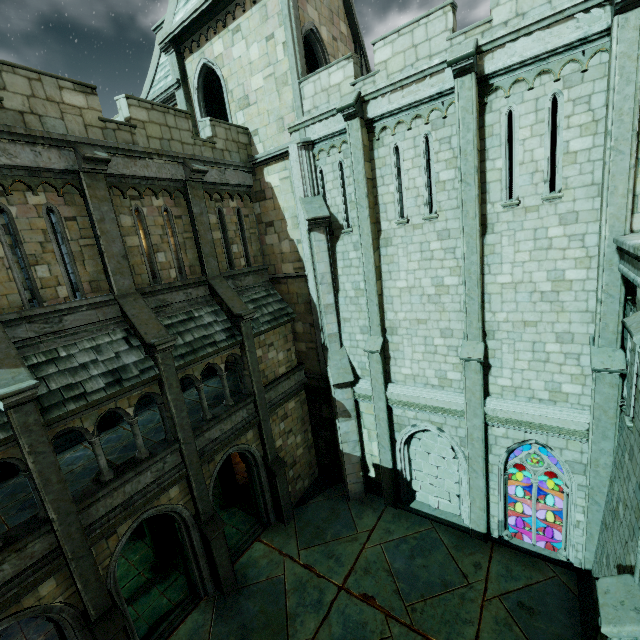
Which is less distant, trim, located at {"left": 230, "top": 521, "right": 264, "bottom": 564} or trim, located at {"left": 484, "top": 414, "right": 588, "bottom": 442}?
trim, located at {"left": 484, "top": 414, "right": 588, "bottom": 442}

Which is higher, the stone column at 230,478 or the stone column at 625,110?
the stone column at 625,110

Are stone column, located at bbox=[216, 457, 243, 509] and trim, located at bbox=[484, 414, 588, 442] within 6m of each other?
no

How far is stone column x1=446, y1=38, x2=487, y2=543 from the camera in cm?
852

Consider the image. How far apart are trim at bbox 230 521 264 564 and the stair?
5.64m

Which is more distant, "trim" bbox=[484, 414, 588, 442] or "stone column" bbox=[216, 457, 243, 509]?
"stone column" bbox=[216, 457, 243, 509]

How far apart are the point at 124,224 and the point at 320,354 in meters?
8.5

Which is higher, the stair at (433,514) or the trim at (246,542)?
the stair at (433,514)
